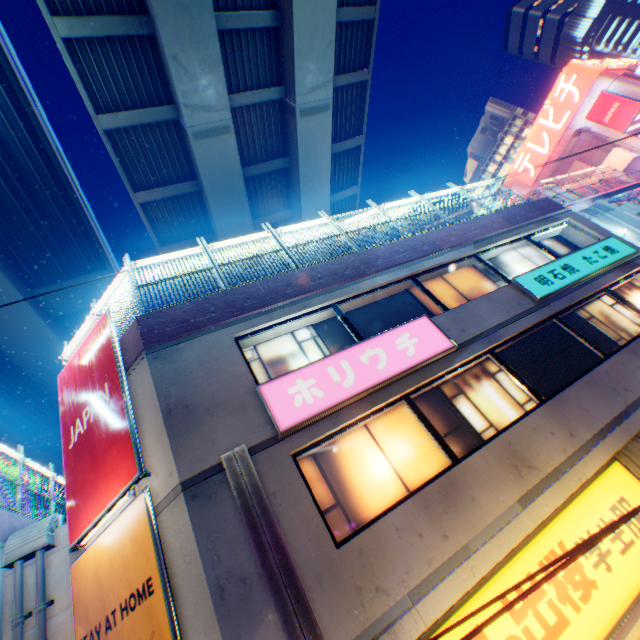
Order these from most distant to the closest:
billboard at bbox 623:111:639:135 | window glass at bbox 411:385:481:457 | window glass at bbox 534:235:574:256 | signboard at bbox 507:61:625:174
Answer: signboard at bbox 507:61:625:174 → billboard at bbox 623:111:639:135 → window glass at bbox 534:235:574:256 → window glass at bbox 411:385:481:457

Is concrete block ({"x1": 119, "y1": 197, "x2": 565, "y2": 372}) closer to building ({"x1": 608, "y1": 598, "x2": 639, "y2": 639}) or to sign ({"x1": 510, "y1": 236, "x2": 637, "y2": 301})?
building ({"x1": 608, "y1": 598, "x2": 639, "y2": 639})

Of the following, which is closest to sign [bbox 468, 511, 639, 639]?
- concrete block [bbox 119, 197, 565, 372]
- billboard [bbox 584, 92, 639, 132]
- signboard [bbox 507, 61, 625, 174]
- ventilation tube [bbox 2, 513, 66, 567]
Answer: concrete block [bbox 119, 197, 565, 372]

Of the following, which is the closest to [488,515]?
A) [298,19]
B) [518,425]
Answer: [518,425]

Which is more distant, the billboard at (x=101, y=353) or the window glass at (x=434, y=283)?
the window glass at (x=434, y=283)

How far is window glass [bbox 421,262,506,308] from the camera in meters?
9.9 m

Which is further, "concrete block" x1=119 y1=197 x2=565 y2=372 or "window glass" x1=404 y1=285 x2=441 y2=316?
"window glass" x1=404 y1=285 x2=441 y2=316

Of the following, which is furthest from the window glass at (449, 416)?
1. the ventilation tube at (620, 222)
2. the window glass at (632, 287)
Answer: the ventilation tube at (620, 222)
